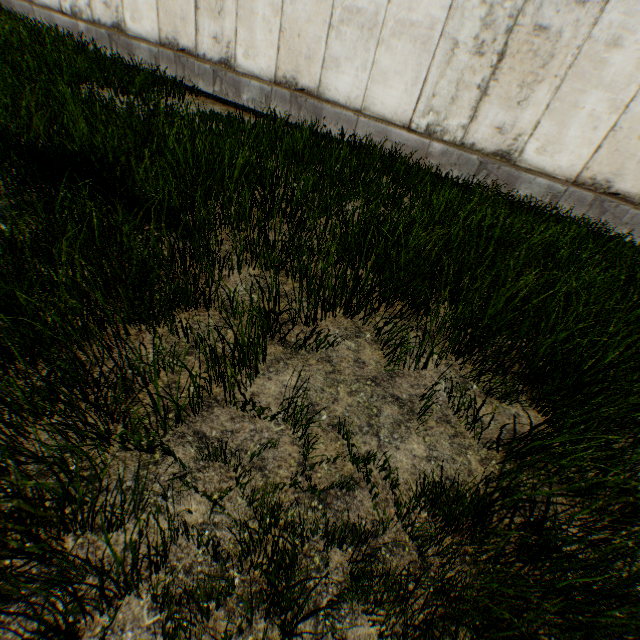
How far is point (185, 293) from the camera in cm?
228
